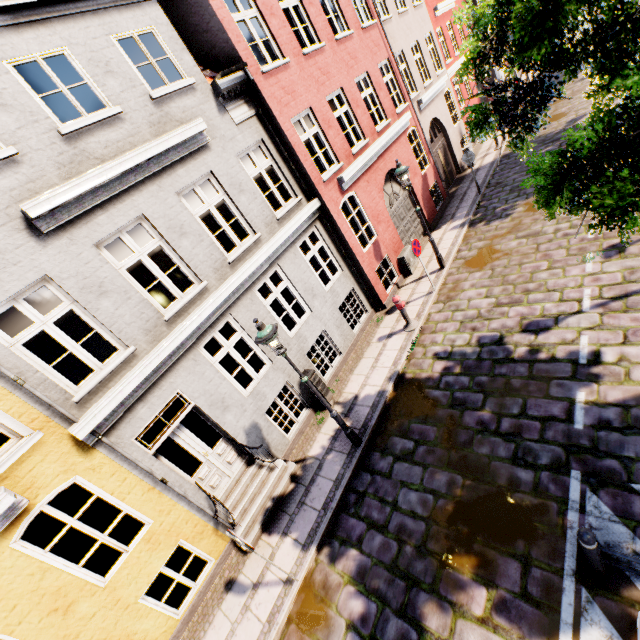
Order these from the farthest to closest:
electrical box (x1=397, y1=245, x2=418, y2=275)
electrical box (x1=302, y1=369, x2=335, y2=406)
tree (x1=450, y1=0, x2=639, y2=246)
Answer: electrical box (x1=397, y1=245, x2=418, y2=275) < electrical box (x1=302, y1=369, x2=335, y2=406) < tree (x1=450, y1=0, x2=639, y2=246)

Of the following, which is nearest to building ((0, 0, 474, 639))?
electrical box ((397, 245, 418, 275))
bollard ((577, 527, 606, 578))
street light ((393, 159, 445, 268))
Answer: electrical box ((397, 245, 418, 275))

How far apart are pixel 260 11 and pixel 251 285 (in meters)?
7.12

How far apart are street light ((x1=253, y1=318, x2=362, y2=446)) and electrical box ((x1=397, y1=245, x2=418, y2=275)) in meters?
6.9 m

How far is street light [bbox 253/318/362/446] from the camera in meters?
5.8

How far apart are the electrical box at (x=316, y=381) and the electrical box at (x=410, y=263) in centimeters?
577cm

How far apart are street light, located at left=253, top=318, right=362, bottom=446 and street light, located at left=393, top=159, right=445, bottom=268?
6.51m

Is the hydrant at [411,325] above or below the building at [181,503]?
below
